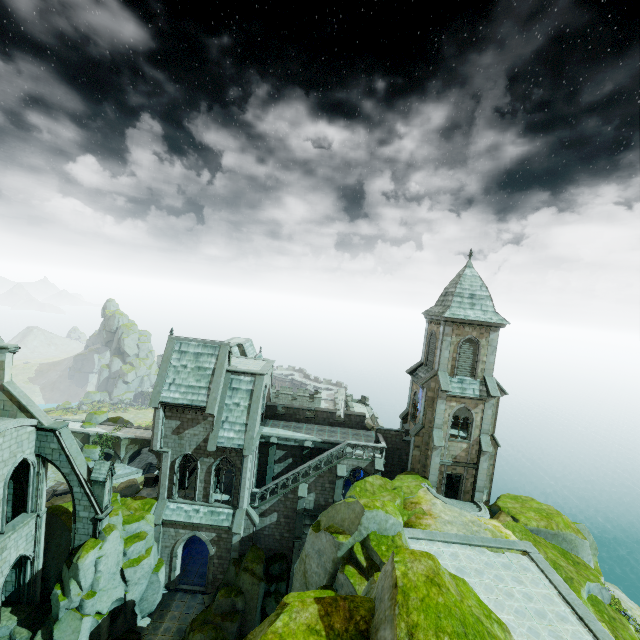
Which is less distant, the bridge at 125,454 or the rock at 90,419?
the bridge at 125,454

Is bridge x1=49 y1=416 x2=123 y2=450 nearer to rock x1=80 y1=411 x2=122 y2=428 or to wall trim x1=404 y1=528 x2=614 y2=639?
rock x1=80 y1=411 x2=122 y2=428

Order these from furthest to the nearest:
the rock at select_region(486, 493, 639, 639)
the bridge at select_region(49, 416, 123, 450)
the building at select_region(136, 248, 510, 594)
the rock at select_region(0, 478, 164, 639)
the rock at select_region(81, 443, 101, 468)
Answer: the bridge at select_region(49, 416, 123, 450)
the rock at select_region(81, 443, 101, 468)
the building at select_region(136, 248, 510, 594)
the rock at select_region(0, 478, 164, 639)
the rock at select_region(486, 493, 639, 639)

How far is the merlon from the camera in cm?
2253

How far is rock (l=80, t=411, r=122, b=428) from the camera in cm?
5494

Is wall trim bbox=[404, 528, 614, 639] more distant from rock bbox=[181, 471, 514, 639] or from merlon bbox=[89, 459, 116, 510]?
merlon bbox=[89, 459, 116, 510]

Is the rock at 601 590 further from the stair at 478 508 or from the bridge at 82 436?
the bridge at 82 436

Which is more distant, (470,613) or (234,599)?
(234,599)
